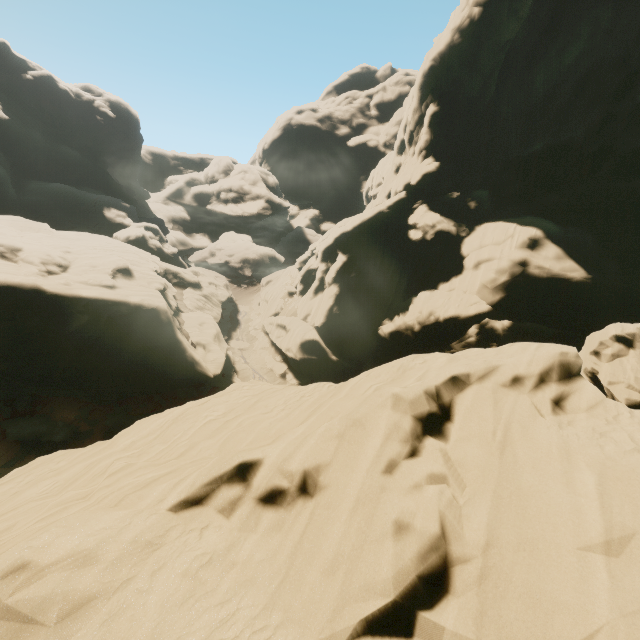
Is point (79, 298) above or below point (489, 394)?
below
